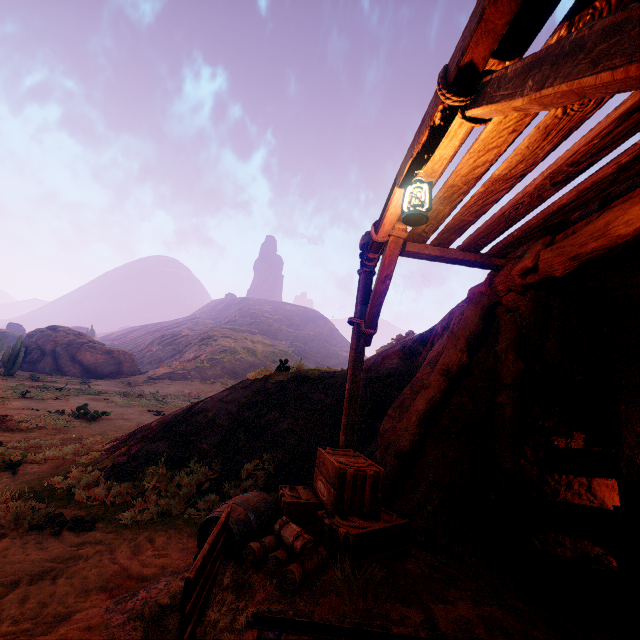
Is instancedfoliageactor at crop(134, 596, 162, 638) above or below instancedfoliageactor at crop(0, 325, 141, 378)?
below

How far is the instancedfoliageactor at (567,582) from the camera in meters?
4.1 m

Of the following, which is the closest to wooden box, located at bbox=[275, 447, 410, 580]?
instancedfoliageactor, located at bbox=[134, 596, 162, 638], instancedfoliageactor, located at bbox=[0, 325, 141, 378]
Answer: instancedfoliageactor, located at bbox=[134, 596, 162, 638]

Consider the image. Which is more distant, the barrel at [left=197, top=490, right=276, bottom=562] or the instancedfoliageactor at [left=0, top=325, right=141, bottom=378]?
the instancedfoliageactor at [left=0, top=325, right=141, bottom=378]

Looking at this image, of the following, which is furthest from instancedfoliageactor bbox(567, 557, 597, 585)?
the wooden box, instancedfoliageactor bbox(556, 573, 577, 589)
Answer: the wooden box

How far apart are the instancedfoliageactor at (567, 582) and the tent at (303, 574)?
2.9 meters

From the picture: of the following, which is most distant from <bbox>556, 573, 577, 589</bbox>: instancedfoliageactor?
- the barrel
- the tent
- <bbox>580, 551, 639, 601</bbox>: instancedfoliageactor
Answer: the barrel

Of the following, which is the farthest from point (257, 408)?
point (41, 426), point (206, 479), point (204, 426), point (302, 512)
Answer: point (41, 426)
